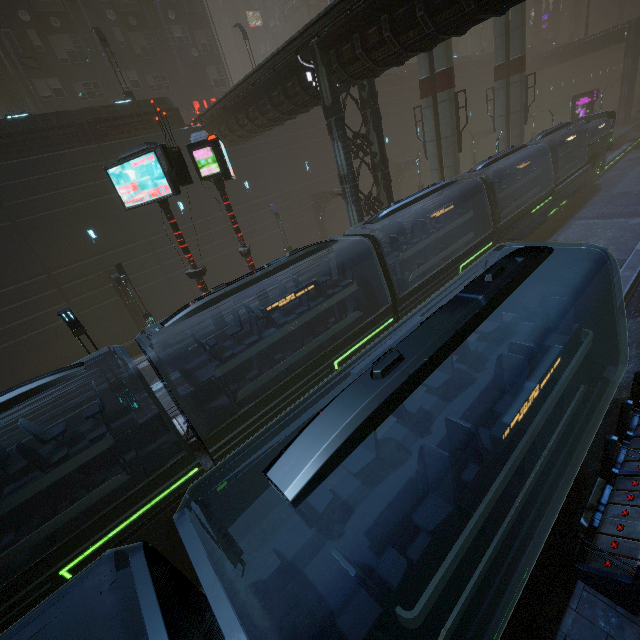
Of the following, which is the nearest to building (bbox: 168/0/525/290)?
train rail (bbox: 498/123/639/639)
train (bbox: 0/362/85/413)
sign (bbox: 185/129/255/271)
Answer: train rail (bbox: 498/123/639/639)

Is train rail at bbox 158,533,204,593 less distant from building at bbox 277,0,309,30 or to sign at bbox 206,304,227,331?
building at bbox 277,0,309,30

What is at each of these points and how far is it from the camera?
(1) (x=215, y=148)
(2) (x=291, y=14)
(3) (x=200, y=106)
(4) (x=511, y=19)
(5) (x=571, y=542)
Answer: (1) sign, 11.55m
(2) building, 59.03m
(3) sign, 32.69m
(4) sm, 23.67m
(5) building, 5.37m

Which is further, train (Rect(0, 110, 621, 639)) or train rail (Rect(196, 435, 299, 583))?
train rail (Rect(196, 435, 299, 583))

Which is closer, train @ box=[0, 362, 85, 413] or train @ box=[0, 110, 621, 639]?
train @ box=[0, 110, 621, 639]

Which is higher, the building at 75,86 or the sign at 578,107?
the building at 75,86

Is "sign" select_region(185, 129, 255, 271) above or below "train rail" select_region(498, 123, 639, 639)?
above

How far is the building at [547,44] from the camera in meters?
52.6 m
